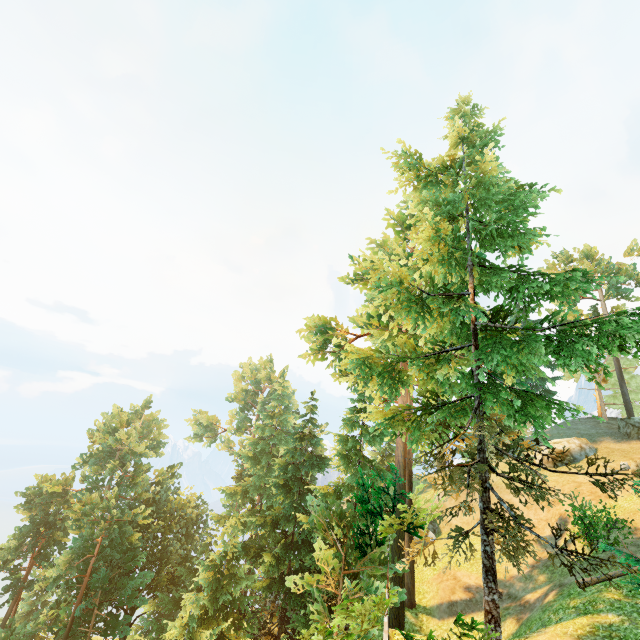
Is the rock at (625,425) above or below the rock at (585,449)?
above

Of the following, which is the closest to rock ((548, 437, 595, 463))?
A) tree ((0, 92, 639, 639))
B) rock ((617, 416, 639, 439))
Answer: rock ((617, 416, 639, 439))

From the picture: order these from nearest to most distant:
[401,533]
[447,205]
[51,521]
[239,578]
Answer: [447,205], [401,533], [239,578], [51,521]

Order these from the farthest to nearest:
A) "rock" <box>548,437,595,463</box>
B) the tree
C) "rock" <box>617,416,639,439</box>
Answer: "rock" <box>617,416,639,439</box> → "rock" <box>548,437,595,463</box> → the tree

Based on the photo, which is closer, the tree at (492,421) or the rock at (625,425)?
the tree at (492,421)

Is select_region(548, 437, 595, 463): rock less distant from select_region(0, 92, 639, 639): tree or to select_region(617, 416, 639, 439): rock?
select_region(617, 416, 639, 439): rock

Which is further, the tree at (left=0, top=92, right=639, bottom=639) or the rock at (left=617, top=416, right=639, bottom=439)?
the rock at (left=617, top=416, right=639, bottom=439)
